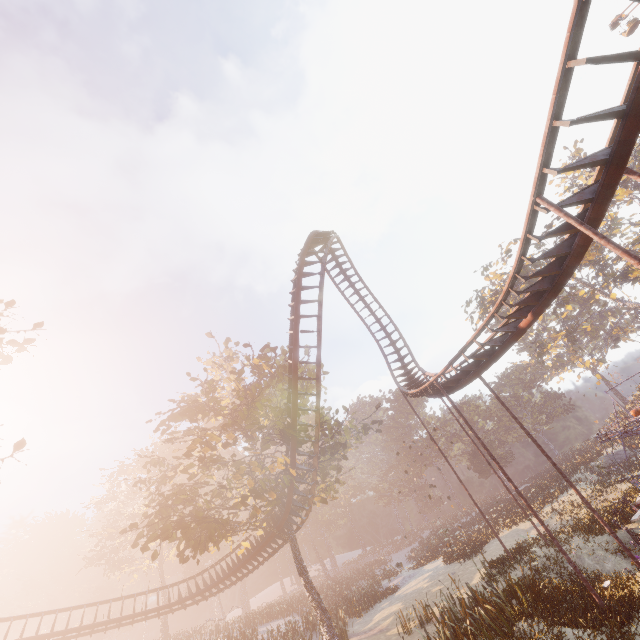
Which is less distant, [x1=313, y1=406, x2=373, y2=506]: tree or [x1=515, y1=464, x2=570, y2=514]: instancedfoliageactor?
[x1=313, y1=406, x2=373, y2=506]: tree

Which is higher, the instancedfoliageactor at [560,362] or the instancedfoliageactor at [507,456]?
the instancedfoliageactor at [560,362]

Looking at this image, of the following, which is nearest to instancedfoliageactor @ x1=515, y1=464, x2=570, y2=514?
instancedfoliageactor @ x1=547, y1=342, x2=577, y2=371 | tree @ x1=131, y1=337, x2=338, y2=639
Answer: tree @ x1=131, y1=337, x2=338, y2=639

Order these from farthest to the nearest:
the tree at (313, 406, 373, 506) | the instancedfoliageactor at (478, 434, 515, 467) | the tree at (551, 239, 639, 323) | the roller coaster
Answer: the instancedfoliageactor at (478, 434, 515, 467)
the tree at (551, 239, 639, 323)
the tree at (313, 406, 373, 506)
the roller coaster

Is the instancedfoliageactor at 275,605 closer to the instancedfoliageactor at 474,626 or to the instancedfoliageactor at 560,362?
the instancedfoliageactor at 474,626

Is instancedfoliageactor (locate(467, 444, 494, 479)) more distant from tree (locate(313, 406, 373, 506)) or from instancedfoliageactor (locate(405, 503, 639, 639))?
instancedfoliageactor (locate(405, 503, 639, 639))

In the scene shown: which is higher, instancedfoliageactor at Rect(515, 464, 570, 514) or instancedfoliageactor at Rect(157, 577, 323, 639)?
instancedfoliageactor at Rect(157, 577, 323, 639)

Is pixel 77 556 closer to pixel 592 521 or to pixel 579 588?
pixel 579 588
